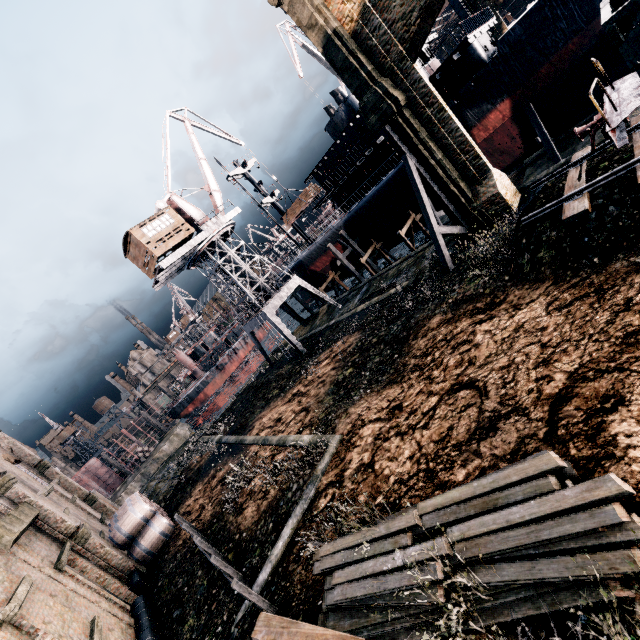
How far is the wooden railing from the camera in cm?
829

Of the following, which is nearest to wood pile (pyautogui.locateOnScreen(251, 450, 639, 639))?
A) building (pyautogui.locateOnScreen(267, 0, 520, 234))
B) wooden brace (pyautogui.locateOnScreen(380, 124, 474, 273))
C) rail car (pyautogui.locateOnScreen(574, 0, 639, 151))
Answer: building (pyautogui.locateOnScreen(267, 0, 520, 234))

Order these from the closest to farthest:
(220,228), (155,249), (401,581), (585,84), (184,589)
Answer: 1. (401,581)
2. (184,589)
3. (585,84)
4. (155,249)
5. (220,228)

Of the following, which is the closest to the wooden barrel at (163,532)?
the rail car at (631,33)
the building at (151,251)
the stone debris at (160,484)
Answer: the stone debris at (160,484)

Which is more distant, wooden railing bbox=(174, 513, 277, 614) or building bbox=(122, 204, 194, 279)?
building bbox=(122, 204, 194, 279)

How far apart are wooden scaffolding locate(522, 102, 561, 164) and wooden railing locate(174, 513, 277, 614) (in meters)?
32.17

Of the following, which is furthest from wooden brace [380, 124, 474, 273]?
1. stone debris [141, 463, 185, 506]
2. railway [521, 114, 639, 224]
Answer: stone debris [141, 463, 185, 506]

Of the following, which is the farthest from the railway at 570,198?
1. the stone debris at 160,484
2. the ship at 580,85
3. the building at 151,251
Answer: the stone debris at 160,484
